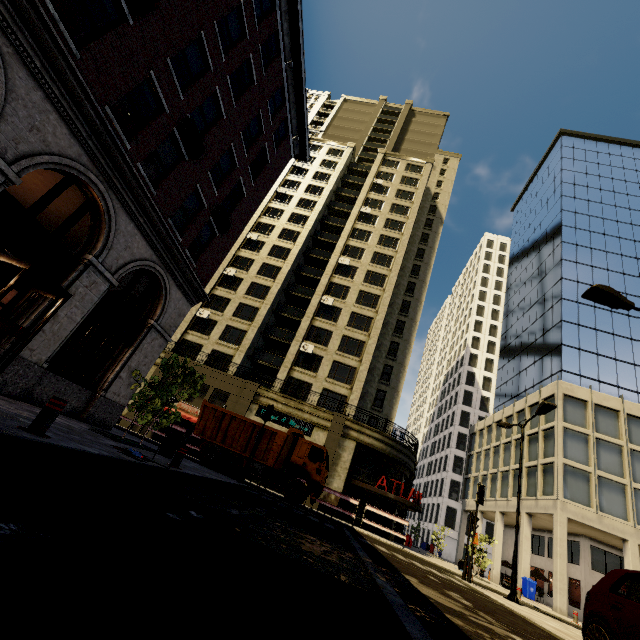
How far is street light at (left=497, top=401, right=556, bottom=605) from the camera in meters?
13.2

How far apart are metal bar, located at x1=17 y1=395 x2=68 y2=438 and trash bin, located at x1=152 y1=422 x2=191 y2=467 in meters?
3.8 m

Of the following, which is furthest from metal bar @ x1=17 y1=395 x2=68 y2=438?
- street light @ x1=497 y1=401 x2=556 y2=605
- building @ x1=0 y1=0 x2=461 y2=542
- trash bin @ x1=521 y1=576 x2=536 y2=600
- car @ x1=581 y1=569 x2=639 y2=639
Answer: trash bin @ x1=521 y1=576 x2=536 y2=600

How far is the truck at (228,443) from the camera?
17.58m

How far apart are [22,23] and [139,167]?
3.9m

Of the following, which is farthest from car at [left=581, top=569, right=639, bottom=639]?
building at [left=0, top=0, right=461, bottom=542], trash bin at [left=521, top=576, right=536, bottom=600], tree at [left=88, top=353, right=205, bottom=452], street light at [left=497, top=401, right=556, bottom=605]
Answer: trash bin at [left=521, top=576, right=536, bottom=600]

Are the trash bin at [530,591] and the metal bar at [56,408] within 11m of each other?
no

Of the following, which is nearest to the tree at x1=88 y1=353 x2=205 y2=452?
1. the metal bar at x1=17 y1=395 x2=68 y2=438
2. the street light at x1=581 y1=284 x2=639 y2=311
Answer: the street light at x1=581 y1=284 x2=639 y2=311
